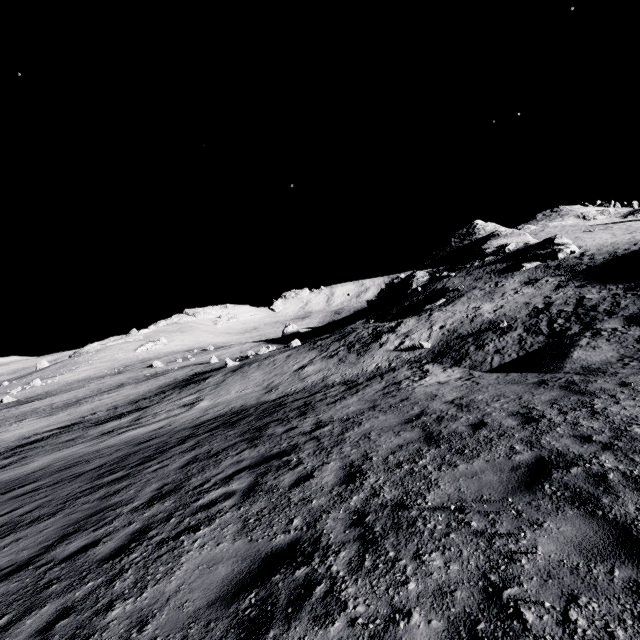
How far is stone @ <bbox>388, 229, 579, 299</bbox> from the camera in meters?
36.7 m

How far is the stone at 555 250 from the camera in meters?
36.7

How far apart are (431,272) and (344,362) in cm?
3912
